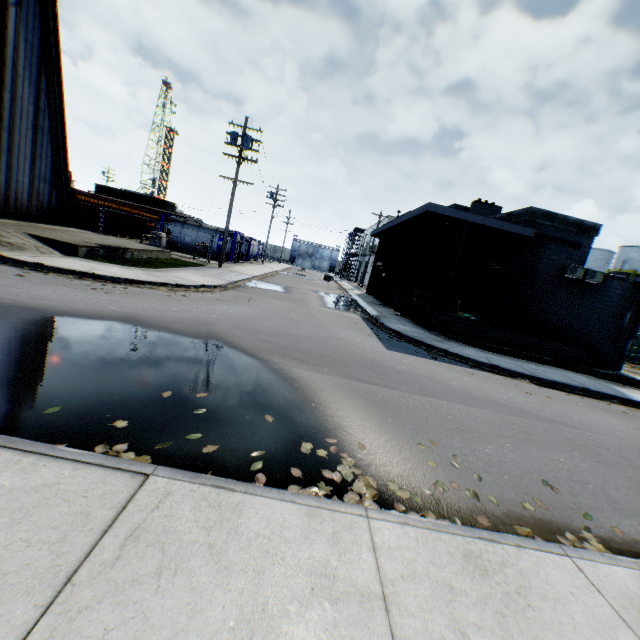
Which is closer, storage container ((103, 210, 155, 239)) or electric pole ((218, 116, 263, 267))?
electric pole ((218, 116, 263, 267))

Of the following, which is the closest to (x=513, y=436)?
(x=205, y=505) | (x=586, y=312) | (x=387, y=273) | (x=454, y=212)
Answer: (x=205, y=505)

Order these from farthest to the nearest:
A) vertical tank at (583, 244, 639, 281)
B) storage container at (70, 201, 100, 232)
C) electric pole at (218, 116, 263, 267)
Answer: vertical tank at (583, 244, 639, 281) → storage container at (70, 201, 100, 232) → electric pole at (218, 116, 263, 267)

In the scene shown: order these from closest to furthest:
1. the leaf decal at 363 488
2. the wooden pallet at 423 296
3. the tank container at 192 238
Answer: the leaf decal at 363 488
the wooden pallet at 423 296
the tank container at 192 238

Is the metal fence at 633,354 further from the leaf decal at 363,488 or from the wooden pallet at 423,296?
the wooden pallet at 423,296

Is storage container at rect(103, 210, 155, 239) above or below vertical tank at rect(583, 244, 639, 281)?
below

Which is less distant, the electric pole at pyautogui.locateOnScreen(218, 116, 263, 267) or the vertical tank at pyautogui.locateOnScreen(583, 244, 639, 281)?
the electric pole at pyautogui.locateOnScreen(218, 116, 263, 267)
